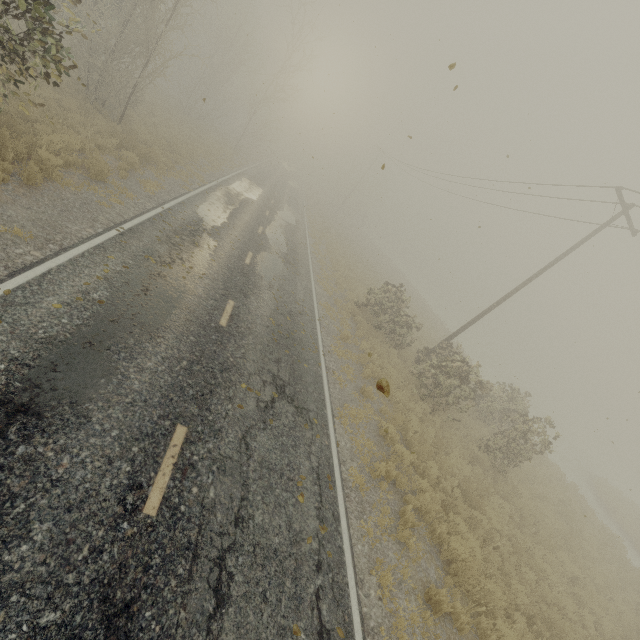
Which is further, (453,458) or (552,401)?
(552,401)

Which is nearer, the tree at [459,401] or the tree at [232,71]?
the tree at [232,71]

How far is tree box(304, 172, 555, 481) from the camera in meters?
13.1 m

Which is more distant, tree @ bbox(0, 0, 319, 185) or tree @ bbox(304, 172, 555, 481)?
tree @ bbox(304, 172, 555, 481)

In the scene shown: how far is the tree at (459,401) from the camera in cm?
1306
